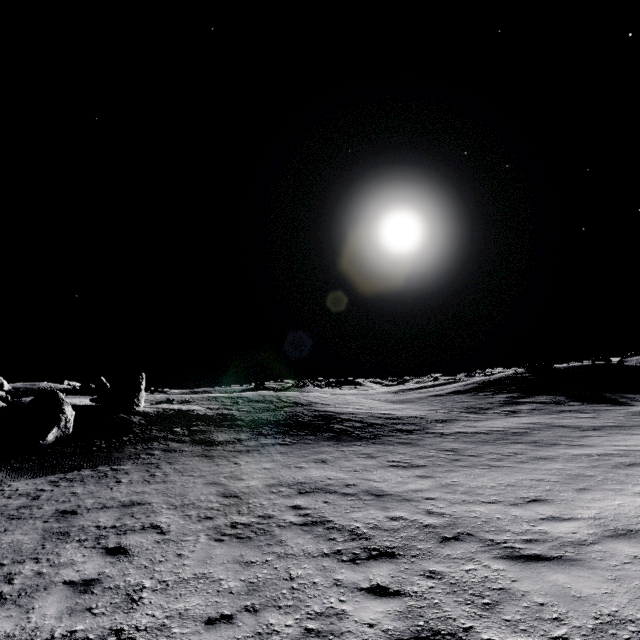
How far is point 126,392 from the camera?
24.0m
